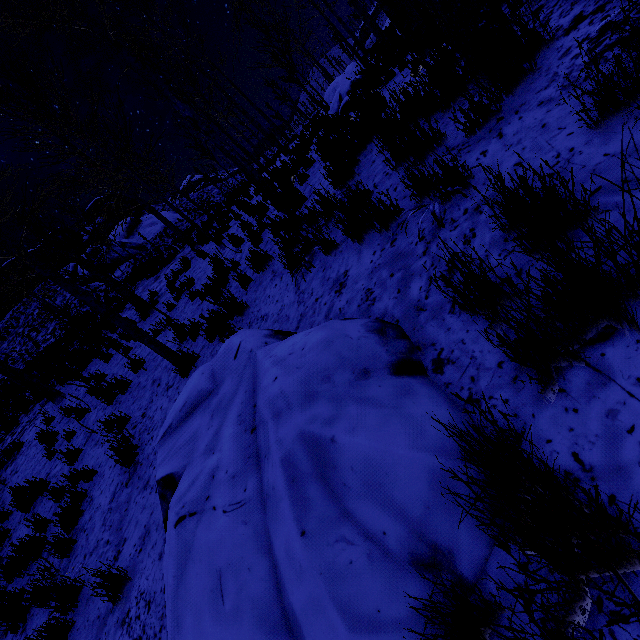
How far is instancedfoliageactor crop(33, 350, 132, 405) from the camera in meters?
7.3

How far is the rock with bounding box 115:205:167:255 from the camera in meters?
26.2 m

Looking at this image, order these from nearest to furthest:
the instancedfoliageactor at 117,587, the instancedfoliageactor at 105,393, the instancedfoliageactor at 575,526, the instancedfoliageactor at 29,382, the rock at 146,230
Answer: the instancedfoliageactor at 575,526 → the instancedfoliageactor at 117,587 → the instancedfoliageactor at 105,393 → the instancedfoliageactor at 29,382 → the rock at 146,230

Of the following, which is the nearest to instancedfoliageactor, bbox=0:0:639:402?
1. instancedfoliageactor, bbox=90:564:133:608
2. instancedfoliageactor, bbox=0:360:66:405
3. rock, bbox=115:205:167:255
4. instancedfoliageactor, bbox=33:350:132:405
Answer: instancedfoliageactor, bbox=33:350:132:405

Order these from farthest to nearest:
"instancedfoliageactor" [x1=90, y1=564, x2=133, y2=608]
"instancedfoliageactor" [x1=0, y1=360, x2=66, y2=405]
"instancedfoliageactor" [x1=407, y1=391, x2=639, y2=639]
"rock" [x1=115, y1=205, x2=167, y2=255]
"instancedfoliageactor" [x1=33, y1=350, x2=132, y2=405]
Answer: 1. "rock" [x1=115, y1=205, x2=167, y2=255]
2. "instancedfoliageactor" [x1=0, y1=360, x2=66, y2=405]
3. "instancedfoliageactor" [x1=33, y1=350, x2=132, y2=405]
4. "instancedfoliageactor" [x1=90, y1=564, x2=133, y2=608]
5. "instancedfoliageactor" [x1=407, y1=391, x2=639, y2=639]

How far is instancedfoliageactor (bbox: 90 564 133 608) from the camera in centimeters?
321cm

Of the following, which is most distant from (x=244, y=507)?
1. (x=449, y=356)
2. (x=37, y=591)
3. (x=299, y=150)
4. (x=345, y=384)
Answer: (x=299, y=150)

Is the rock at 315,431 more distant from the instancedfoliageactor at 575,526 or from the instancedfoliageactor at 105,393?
the instancedfoliageactor at 105,393
